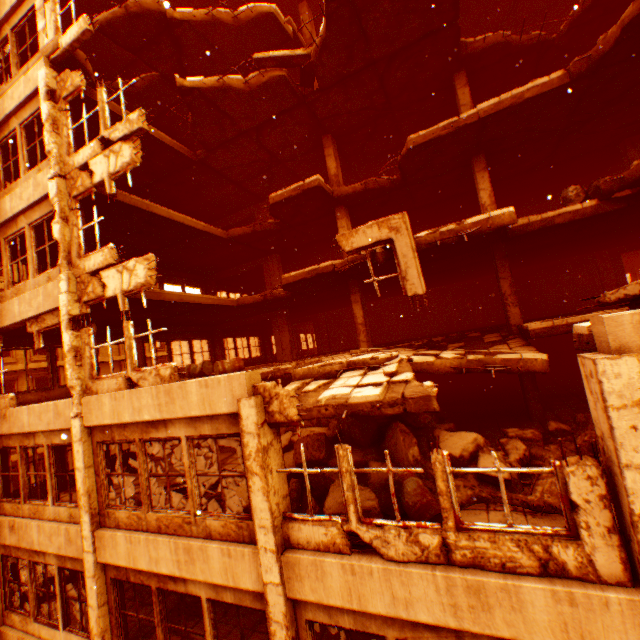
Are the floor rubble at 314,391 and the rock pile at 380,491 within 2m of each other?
yes

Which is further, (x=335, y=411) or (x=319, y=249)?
(x=319, y=249)

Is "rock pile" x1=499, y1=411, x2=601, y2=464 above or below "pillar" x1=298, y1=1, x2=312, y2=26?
below

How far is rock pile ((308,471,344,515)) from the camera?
5.66m

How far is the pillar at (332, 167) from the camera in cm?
1272

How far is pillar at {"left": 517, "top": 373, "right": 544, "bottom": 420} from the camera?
9.80m

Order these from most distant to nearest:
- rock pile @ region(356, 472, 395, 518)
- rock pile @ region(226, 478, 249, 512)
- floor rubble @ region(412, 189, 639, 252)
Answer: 1. floor rubble @ region(412, 189, 639, 252)
2. rock pile @ region(226, 478, 249, 512)
3. rock pile @ region(356, 472, 395, 518)

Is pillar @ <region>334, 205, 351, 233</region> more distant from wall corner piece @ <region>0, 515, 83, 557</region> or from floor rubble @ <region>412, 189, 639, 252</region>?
wall corner piece @ <region>0, 515, 83, 557</region>
